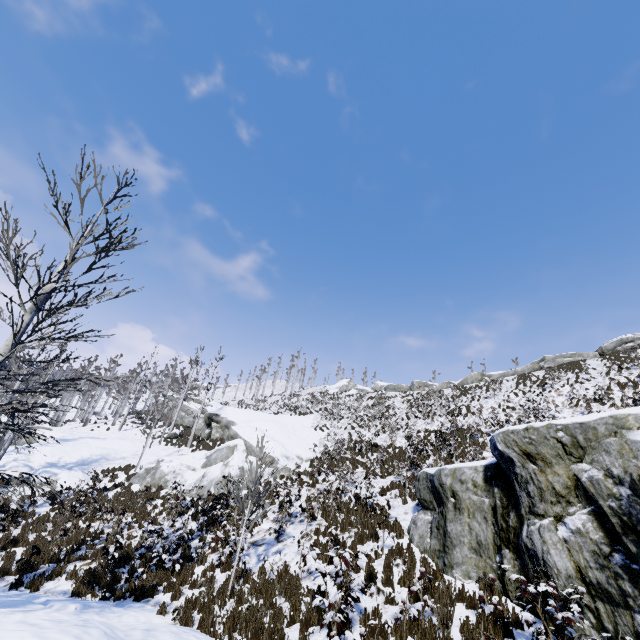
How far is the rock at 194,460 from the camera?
18.19m

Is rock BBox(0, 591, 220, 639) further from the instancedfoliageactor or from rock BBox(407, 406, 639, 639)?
rock BBox(407, 406, 639, 639)

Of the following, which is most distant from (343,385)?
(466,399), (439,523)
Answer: (439,523)

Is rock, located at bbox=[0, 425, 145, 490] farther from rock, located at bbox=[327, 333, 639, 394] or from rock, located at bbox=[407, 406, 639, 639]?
rock, located at bbox=[327, 333, 639, 394]

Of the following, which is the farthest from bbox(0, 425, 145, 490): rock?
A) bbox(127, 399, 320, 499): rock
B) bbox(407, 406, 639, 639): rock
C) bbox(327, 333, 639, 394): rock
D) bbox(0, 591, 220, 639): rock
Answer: bbox(327, 333, 639, 394): rock

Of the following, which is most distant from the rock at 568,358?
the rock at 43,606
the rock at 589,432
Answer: the rock at 43,606

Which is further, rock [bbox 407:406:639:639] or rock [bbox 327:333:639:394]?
rock [bbox 327:333:639:394]

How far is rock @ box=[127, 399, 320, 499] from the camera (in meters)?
18.19
